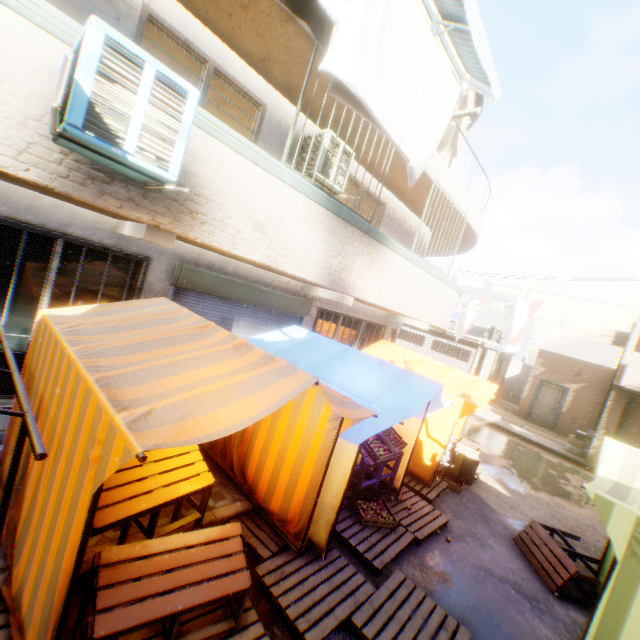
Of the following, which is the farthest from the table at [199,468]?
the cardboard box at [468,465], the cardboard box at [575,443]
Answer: the cardboard box at [575,443]

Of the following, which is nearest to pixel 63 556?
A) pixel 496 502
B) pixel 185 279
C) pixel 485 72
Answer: pixel 185 279

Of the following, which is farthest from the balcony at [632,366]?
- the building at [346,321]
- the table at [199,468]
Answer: the table at [199,468]

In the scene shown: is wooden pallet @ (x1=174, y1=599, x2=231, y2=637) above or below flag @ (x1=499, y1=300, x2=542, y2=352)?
below

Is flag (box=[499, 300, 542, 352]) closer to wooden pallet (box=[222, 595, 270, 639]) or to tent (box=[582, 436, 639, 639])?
tent (box=[582, 436, 639, 639])

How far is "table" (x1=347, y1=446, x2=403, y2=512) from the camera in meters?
5.3 m

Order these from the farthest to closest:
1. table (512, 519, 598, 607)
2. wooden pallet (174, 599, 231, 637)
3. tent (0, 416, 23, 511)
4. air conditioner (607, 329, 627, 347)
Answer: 1. air conditioner (607, 329, 627, 347)
2. table (512, 519, 598, 607)
3. tent (0, 416, 23, 511)
4. wooden pallet (174, 599, 231, 637)

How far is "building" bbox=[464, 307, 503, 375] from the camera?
18.42m
